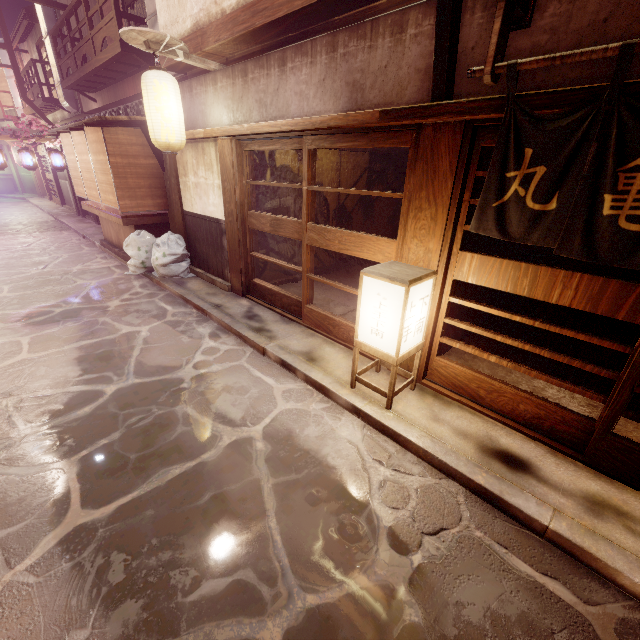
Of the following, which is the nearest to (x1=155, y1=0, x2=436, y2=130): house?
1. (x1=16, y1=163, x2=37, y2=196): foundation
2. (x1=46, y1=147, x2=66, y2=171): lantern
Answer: (x1=46, y1=147, x2=66, y2=171): lantern

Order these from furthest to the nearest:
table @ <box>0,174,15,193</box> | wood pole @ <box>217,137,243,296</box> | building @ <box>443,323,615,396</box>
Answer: table @ <box>0,174,15,193</box> < wood pole @ <box>217,137,243,296</box> < building @ <box>443,323,615,396</box>

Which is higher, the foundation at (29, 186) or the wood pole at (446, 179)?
the wood pole at (446, 179)

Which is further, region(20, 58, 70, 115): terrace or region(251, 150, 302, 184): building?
region(20, 58, 70, 115): terrace

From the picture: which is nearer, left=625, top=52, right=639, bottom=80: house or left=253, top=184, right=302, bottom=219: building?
left=625, top=52, right=639, bottom=80: house

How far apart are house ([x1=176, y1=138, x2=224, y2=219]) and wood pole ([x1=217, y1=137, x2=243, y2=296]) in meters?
0.0 m

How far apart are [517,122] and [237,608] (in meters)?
7.32

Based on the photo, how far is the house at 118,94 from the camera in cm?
1792
